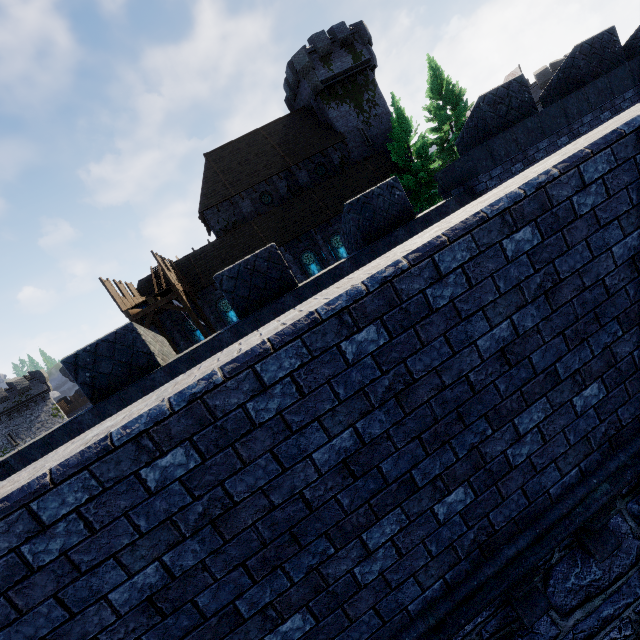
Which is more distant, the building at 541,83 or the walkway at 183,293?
the building at 541,83

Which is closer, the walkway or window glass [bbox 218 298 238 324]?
the walkway

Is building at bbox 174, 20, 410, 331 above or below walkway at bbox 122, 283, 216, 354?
above

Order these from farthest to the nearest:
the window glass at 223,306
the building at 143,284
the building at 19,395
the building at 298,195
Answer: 1. the building at 19,395
2. the building at 298,195
3. the window glass at 223,306
4. the building at 143,284

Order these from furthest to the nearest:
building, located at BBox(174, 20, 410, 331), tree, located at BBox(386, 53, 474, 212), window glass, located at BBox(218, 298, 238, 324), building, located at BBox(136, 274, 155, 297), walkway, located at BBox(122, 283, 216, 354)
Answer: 1. building, located at BBox(174, 20, 410, 331)
2. window glass, located at BBox(218, 298, 238, 324)
3. building, located at BBox(136, 274, 155, 297)
4. tree, located at BBox(386, 53, 474, 212)
5. walkway, located at BBox(122, 283, 216, 354)

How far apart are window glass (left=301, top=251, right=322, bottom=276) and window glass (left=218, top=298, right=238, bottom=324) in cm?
652

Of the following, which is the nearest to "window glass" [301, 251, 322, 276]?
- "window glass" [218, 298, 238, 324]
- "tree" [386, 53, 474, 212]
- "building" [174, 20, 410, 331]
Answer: "building" [174, 20, 410, 331]

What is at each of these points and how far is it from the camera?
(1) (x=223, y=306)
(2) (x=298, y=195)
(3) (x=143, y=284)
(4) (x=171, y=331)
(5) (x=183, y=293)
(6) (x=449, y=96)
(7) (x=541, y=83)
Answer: (1) window glass, 26.38m
(2) building, 28.62m
(3) building, 26.00m
(4) building, 25.14m
(5) walkway, 19.97m
(6) tree, 26.20m
(7) building, 38.81m
